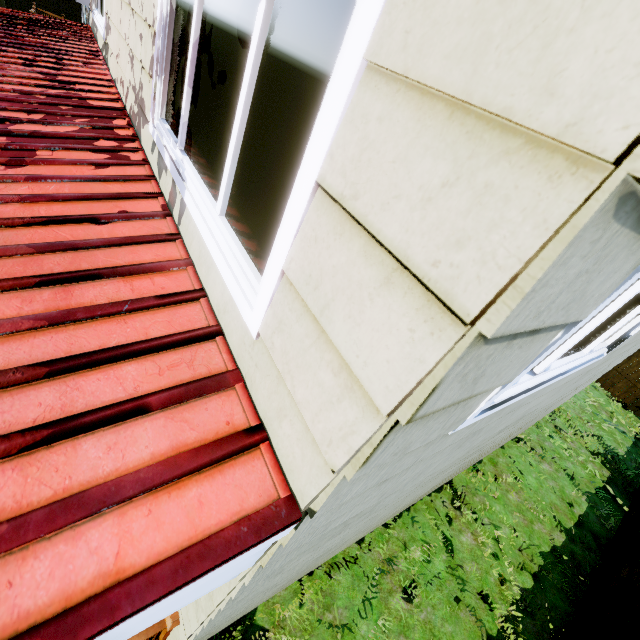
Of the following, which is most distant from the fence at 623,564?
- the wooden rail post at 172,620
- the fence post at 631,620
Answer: the wooden rail post at 172,620

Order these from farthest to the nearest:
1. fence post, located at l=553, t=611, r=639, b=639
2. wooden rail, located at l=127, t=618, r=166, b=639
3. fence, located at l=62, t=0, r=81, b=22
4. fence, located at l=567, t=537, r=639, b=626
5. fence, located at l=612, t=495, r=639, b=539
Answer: fence, located at l=62, t=0, r=81, b=22 < fence, located at l=612, t=495, r=639, b=539 < fence, located at l=567, t=537, r=639, b=626 < fence post, located at l=553, t=611, r=639, b=639 < wooden rail, located at l=127, t=618, r=166, b=639

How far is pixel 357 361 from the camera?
0.69m

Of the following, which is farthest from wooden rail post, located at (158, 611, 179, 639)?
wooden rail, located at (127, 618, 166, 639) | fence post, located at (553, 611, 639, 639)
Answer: fence post, located at (553, 611, 639, 639)

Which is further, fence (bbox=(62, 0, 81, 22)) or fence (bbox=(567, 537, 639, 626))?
fence (bbox=(62, 0, 81, 22))

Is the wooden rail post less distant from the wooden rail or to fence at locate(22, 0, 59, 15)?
the wooden rail
